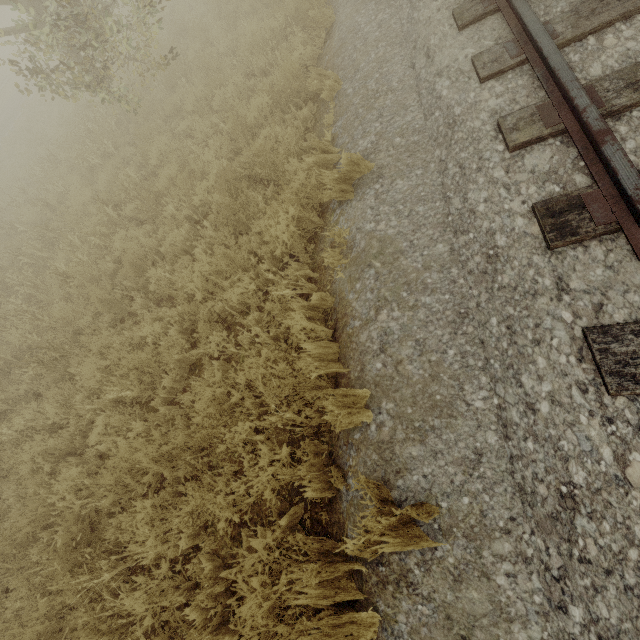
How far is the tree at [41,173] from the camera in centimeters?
846cm

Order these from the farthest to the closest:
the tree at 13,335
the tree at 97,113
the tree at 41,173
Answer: the tree at 41,173
the tree at 97,113
the tree at 13,335

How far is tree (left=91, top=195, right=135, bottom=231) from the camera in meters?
6.3 m

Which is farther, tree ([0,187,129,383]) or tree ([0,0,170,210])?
tree ([0,0,170,210])

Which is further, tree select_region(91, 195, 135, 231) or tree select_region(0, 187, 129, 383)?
tree select_region(91, 195, 135, 231)

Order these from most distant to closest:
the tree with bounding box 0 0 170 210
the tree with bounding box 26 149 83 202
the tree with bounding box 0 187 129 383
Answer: the tree with bounding box 26 149 83 202 < the tree with bounding box 0 0 170 210 < the tree with bounding box 0 187 129 383

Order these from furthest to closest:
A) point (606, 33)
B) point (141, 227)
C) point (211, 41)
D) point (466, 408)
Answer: point (211, 41)
point (141, 227)
point (606, 33)
point (466, 408)
